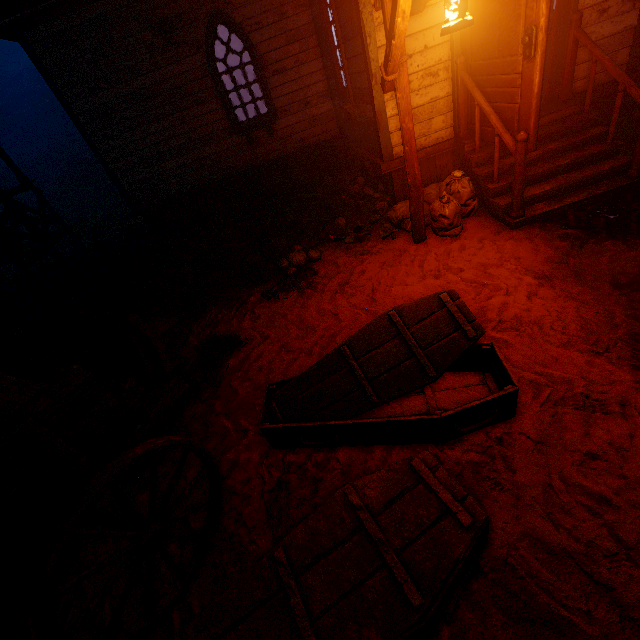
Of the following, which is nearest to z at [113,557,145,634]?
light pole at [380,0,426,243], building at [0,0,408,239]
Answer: building at [0,0,408,239]

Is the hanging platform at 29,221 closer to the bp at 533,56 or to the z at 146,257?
the z at 146,257

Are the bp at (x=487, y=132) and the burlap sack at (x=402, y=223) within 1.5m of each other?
yes

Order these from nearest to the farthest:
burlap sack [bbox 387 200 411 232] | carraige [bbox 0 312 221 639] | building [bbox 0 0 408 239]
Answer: carraige [bbox 0 312 221 639]
burlap sack [bbox 387 200 411 232]
building [bbox 0 0 408 239]

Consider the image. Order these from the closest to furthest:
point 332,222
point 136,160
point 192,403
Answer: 1. point 192,403
2. point 332,222
3. point 136,160

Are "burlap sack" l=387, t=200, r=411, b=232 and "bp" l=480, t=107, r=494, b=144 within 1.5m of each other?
yes

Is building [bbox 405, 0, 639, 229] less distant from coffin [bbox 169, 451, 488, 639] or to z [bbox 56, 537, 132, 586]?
z [bbox 56, 537, 132, 586]

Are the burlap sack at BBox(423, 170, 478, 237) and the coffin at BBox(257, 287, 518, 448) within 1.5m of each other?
no
